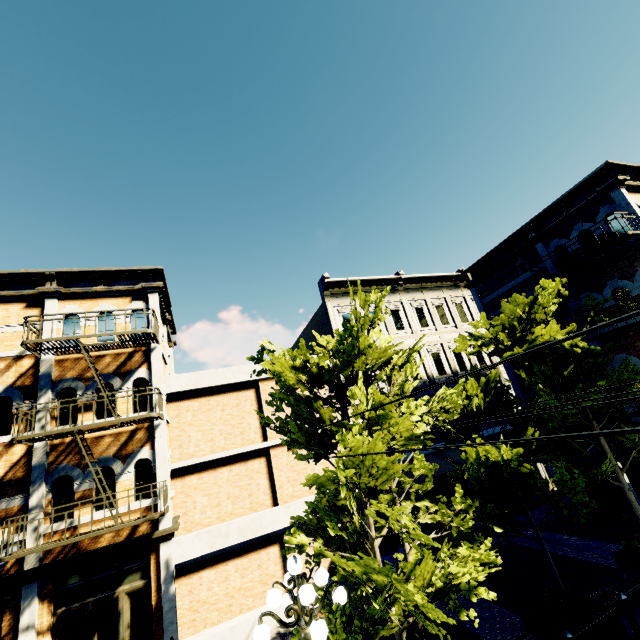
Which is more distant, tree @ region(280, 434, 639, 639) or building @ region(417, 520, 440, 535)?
building @ region(417, 520, 440, 535)

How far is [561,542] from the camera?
11.5m

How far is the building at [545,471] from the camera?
14.1m

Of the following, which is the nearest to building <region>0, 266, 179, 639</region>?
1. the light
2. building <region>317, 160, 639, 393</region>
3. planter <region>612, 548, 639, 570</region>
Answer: the light

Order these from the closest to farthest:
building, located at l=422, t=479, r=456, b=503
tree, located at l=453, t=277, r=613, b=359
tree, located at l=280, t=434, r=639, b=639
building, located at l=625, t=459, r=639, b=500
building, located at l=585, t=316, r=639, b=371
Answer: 1. tree, located at l=280, t=434, r=639, b=639
2. tree, located at l=453, t=277, r=613, b=359
3. building, located at l=585, t=316, r=639, b=371
4. building, located at l=625, t=459, r=639, b=500
5. building, located at l=422, t=479, r=456, b=503

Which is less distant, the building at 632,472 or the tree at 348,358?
the tree at 348,358
